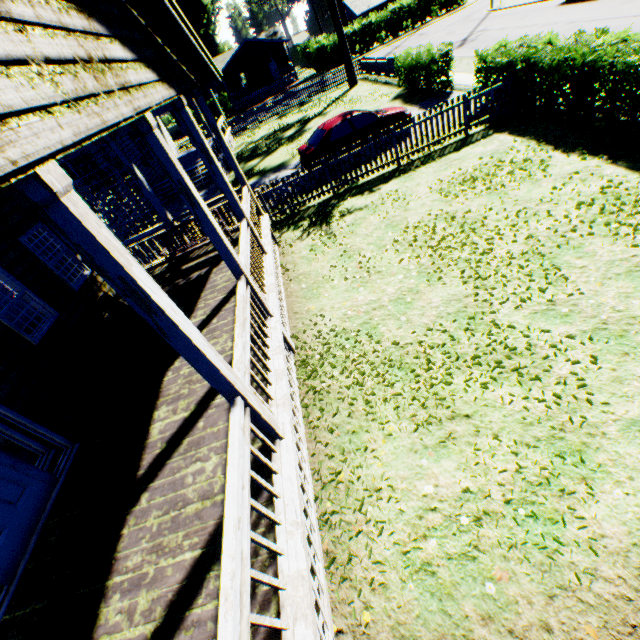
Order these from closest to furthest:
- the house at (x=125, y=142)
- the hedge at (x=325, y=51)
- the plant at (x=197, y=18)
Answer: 1. the house at (x=125, y=142)
2. the hedge at (x=325, y=51)
3. the plant at (x=197, y=18)

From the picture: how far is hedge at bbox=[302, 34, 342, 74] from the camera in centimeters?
3916cm

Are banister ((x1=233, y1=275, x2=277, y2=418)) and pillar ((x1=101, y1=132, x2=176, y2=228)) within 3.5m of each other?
no

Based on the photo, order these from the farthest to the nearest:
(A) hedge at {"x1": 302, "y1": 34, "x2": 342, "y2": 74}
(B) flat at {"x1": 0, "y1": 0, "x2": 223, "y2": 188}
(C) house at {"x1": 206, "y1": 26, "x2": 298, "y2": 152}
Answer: (C) house at {"x1": 206, "y1": 26, "x2": 298, "y2": 152} < (A) hedge at {"x1": 302, "y1": 34, "x2": 342, "y2": 74} < (B) flat at {"x1": 0, "y1": 0, "x2": 223, "y2": 188}

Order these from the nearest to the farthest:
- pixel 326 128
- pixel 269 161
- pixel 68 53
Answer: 1. pixel 68 53
2. pixel 326 128
3. pixel 269 161

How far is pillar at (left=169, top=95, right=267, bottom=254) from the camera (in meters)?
5.82

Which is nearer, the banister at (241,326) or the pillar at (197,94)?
the banister at (241,326)

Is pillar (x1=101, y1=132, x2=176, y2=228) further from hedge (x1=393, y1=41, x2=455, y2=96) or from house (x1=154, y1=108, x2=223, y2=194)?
hedge (x1=393, y1=41, x2=455, y2=96)
